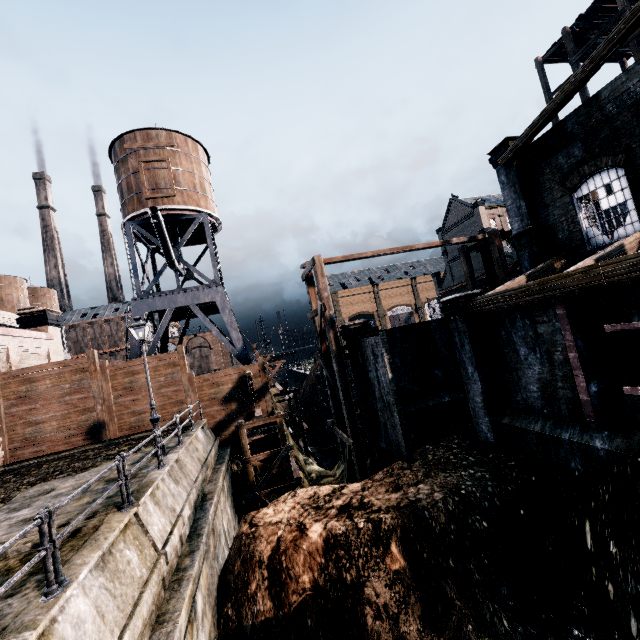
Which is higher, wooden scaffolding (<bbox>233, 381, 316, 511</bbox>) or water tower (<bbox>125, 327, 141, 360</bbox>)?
water tower (<bbox>125, 327, 141, 360</bbox>)

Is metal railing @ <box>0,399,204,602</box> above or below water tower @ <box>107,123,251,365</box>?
below

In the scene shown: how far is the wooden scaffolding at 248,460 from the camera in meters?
17.6 m

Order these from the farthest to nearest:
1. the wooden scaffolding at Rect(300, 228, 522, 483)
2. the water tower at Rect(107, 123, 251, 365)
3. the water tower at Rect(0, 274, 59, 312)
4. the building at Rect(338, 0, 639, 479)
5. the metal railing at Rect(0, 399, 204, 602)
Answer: the water tower at Rect(0, 274, 59, 312) → the water tower at Rect(107, 123, 251, 365) → the wooden scaffolding at Rect(300, 228, 522, 483) → the building at Rect(338, 0, 639, 479) → the metal railing at Rect(0, 399, 204, 602)

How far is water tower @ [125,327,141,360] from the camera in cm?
2312

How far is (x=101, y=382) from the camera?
20.4 meters

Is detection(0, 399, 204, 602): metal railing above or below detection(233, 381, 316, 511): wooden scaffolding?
above

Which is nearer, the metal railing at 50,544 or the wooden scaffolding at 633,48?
the metal railing at 50,544
